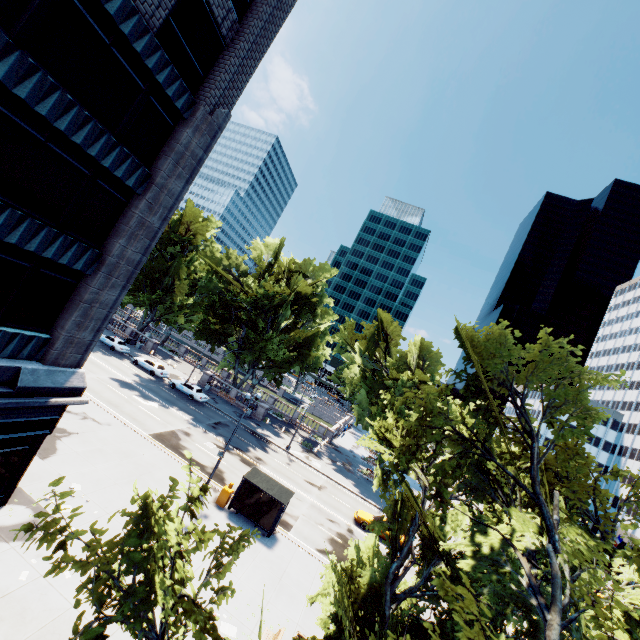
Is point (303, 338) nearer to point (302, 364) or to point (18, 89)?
point (302, 364)

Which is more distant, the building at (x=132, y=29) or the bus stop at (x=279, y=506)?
the bus stop at (x=279, y=506)

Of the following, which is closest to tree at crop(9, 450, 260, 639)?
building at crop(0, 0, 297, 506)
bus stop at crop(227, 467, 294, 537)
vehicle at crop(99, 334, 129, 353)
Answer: vehicle at crop(99, 334, 129, 353)

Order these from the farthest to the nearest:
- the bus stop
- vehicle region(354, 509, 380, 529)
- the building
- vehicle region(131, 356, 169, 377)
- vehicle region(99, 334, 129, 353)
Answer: vehicle region(99, 334, 129, 353), vehicle region(131, 356, 169, 377), vehicle region(354, 509, 380, 529), the bus stop, the building

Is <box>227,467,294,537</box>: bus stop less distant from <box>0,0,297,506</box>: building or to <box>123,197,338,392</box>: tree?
<box>123,197,338,392</box>: tree

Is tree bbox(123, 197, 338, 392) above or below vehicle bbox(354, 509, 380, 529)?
above

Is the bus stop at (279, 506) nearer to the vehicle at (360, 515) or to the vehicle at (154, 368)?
the vehicle at (360, 515)

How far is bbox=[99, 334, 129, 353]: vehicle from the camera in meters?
42.5
